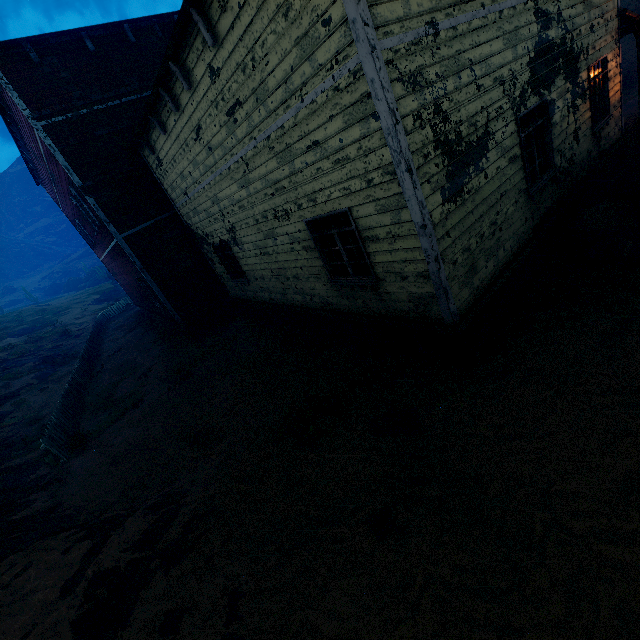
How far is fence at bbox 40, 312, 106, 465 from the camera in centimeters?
972cm

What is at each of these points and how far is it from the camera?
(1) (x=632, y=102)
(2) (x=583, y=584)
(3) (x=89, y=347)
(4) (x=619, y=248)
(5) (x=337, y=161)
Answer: (1) z, 16.2m
(2) z, 3.0m
(3) fence, 20.3m
(4) instancedfoliageactor, 6.4m
(5) building, 5.1m

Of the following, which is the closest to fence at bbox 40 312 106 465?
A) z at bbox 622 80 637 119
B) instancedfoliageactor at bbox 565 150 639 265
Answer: z at bbox 622 80 637 119

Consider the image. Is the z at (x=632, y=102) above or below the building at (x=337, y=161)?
below

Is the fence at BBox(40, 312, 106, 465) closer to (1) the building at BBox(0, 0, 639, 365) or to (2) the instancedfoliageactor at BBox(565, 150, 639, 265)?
(1) the building at BBox(0, 0, 639, 365)

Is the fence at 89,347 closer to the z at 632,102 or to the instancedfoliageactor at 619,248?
the z at 632,102

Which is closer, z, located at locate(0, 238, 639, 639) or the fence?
z, located at locate(0, 238, 639, 639)

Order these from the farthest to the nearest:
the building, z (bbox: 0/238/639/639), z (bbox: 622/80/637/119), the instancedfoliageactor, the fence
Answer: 1. z (bbox: 622/80/637/119)
2. the fence
3. the instancedfoliageactor
4. the building
5. z (bbox: 0/238/639/639)
